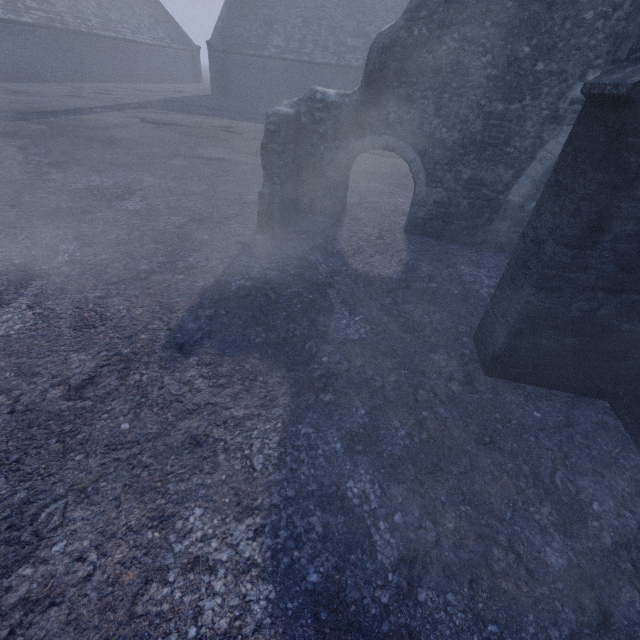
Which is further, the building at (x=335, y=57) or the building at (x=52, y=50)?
the building at (x=335, y=57)

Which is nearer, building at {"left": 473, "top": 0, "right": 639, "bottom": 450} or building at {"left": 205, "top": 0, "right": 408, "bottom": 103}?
building at {"left": 473, "top": 0, "right": 639, "bottom": 450}

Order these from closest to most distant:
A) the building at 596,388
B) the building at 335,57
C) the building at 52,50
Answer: the building at 596,388 < the building at 52,50 < the building at 335,57

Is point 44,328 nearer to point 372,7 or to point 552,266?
point 552,266

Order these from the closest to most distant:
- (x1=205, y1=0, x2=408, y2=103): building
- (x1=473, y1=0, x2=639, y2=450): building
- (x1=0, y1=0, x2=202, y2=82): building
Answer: (x1=473, y1=0, x2=639, y2=450): building
(x1=0, y1=0, x2=202, y2=82): building
(x1=205, y1=0, x2=408, y2=103): building

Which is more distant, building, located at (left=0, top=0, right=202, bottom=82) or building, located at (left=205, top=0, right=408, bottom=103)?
building, located at (left=205, top=0, right=408, bottom=103)
